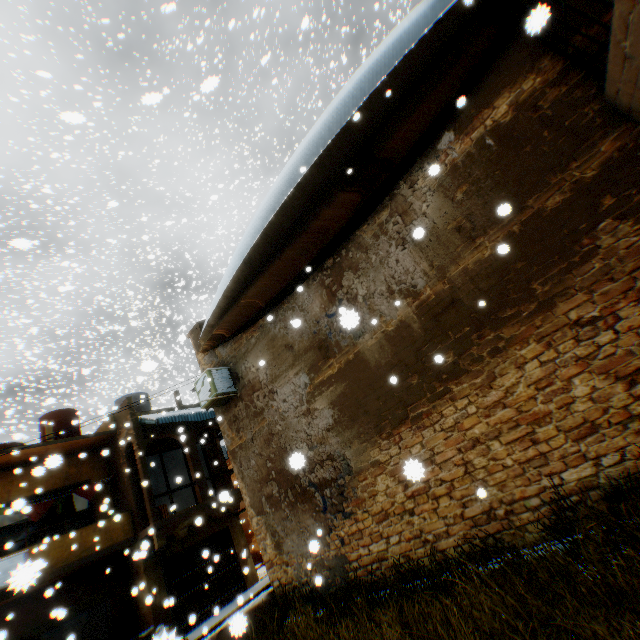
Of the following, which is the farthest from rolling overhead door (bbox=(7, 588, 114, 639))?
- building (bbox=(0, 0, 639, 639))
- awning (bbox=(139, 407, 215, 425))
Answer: awning (bbox=(139, 407, 215, 425))

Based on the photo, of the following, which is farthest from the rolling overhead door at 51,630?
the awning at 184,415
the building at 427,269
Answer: the awning at 184,415

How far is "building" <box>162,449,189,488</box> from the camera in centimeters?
1981cm

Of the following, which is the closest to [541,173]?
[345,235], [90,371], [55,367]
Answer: [345,235]

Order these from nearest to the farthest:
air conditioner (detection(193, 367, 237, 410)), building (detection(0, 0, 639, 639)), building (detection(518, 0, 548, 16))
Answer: building (detection(518, 0, 548, 16))
building (detection(0, 0, 639, 639))
air conditioner (detection(193, 367, 237, 410))

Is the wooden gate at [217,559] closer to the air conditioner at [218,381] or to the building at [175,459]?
the building at [175,459]

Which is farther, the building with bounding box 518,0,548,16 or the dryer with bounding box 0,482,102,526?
the dryer with bounding box 0,482,102,526

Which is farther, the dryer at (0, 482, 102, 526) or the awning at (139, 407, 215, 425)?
the awning at (139, 407, 215, 425)
